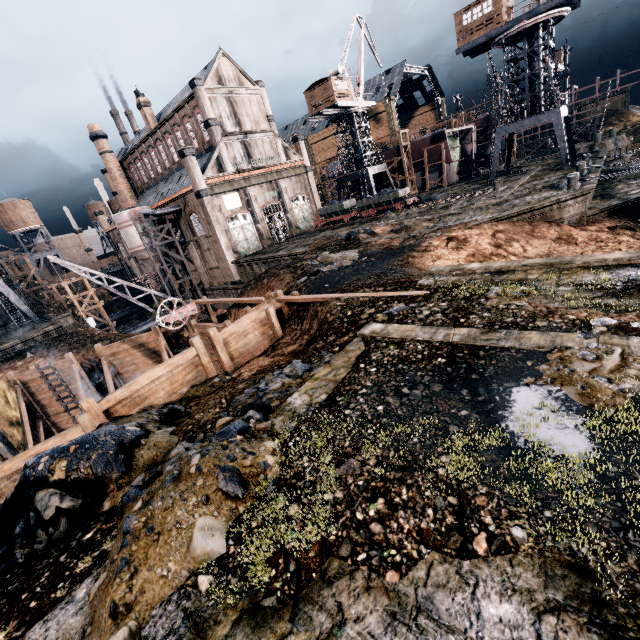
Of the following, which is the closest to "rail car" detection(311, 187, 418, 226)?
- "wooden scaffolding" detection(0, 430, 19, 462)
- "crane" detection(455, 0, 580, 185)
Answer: "crane" detection(455, 0, 580, 185)

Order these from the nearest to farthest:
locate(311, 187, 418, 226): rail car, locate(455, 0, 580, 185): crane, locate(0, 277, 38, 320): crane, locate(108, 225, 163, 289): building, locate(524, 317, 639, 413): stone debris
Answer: locate(524, 317, 639, 413): stone debris, locate(455, 0, 580, 185): crane, locate(311, 187, 418, 226): rail car, locate(0, 277, 38, 320): crane, locate(108, 225, 163, 289): building

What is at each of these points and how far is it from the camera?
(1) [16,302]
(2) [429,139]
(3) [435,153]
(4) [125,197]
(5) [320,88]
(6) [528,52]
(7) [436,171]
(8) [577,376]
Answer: (1) crane, 44.6m
(2) ship construction, 50.1m
(3) ship construction, 51.1m
(4) chimney, 56.6m
(5) building, 43.6m
(6) crane, 31.1m
(7) ship construction, 53.2m
(8) stone debris, 6.4m

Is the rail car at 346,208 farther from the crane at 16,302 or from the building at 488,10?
the crane at 16,302

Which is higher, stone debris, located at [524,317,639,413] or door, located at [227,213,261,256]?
door, located at [227,213,261,256]

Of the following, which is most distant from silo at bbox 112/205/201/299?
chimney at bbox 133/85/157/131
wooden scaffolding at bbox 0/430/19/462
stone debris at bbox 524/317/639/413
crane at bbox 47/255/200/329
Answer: stone debris at bbox 524/317/639/413

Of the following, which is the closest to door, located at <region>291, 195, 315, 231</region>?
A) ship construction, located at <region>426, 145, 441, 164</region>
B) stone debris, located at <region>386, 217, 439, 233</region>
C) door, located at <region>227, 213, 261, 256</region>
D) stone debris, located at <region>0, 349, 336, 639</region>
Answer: door, located at <region>227, 213, 261, 256</region>

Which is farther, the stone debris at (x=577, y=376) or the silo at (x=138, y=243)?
the silo at (x=138, y=243)
